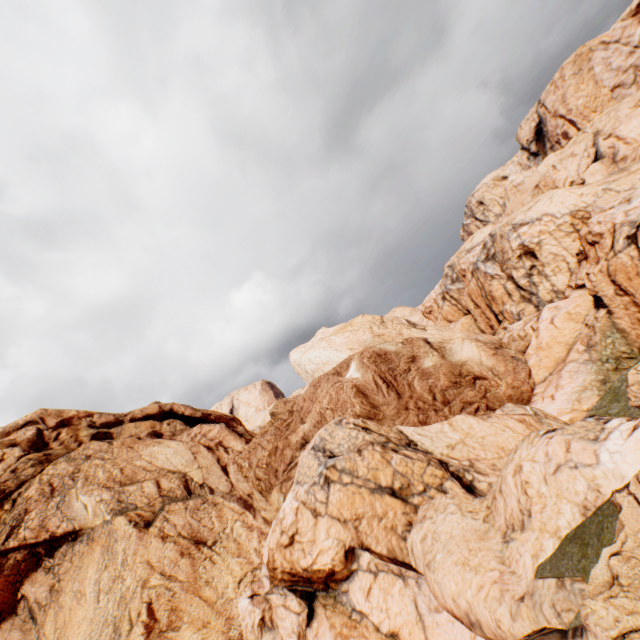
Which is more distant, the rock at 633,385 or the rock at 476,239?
the rock at 476,239

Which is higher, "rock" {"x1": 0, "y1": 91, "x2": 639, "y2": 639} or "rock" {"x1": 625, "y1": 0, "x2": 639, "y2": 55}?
"rock" {"x1": 625, "y1": 0, "x2": 639, "y2": 55}

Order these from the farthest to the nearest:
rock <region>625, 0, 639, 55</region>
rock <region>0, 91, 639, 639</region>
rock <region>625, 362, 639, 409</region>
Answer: rock <region>625, 0, 639, 55</region> → rock <region>0, 91, 639, 639</region> → rock <region>625, 362, 639, 409</region>

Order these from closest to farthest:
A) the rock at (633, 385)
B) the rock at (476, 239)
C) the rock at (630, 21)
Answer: the rock at (633, 385), the rock at (476, 239), the rock at (630, 21)

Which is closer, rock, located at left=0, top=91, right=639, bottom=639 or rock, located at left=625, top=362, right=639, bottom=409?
rock, located at left=625, top=362, right=639, bottom=409

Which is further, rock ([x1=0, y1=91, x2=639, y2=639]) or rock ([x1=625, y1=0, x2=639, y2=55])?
rock ([x1=625, y1=0, x2=639, y2=55])

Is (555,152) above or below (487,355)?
above
